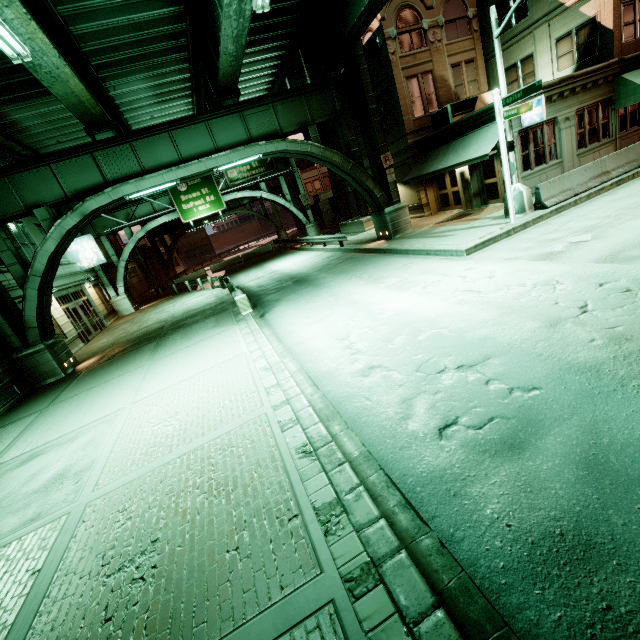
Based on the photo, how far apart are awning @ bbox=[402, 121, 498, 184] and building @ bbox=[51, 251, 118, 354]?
22.70m

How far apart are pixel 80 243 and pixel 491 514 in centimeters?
3072cm

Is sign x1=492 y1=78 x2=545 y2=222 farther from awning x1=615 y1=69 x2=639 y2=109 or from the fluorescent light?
the fluorescent light

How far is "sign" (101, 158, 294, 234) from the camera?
28.19m

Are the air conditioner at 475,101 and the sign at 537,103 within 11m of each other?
yes

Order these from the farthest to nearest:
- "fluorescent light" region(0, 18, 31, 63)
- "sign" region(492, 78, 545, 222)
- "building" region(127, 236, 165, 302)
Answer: "building" region(127, 236, 165, 302) → "sign" region(492, 78, 545, 222) → "fluorescent light" region(0, 18, 31, 63)

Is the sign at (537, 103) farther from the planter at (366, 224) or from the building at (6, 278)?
the building at (6, 278)
